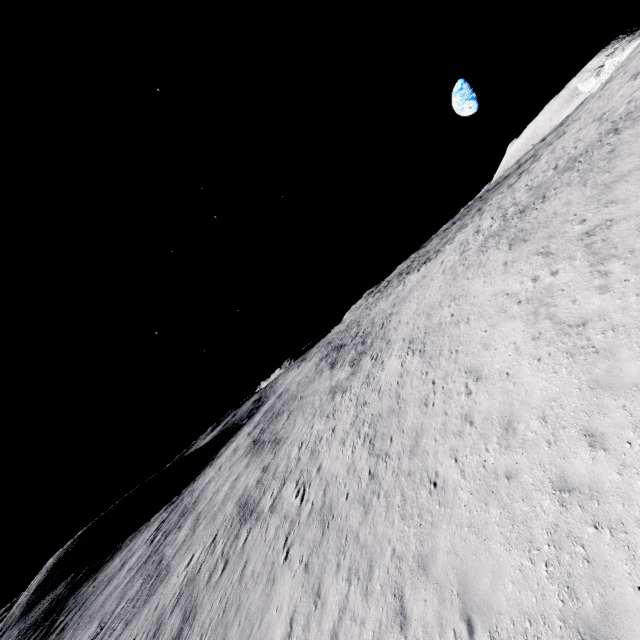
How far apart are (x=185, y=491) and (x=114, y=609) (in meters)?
27.84
